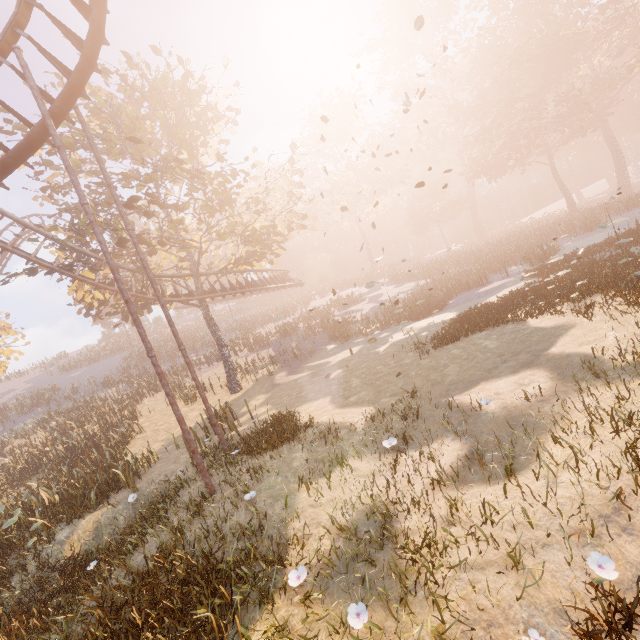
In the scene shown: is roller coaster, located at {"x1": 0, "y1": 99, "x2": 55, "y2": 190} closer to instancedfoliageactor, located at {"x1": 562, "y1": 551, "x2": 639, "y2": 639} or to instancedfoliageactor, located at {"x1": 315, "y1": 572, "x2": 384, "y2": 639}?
instancedfoliageactor, located at {"x1": 315, "y1": 572, "x2": 384, "y2": 639}

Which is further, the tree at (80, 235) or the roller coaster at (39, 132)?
the tree at (80, 235)

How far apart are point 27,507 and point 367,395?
15.4m

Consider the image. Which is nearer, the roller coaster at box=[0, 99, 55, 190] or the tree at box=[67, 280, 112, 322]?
the roller coaster at box=[0, 99, 55, 190]

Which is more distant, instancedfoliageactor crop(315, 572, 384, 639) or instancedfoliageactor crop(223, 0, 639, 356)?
instancedfoliageactor crop(223, 0, 639, 356)

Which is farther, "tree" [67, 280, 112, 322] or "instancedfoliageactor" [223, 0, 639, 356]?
"tree" [67, 280, 112, 322]

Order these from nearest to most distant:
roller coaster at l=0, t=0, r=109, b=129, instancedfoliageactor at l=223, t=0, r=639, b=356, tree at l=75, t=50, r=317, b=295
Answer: roller coaster at l=0, t=0, r=109, b=129, instancedfoliageactor at l=223, t=0, r=639, b=356, tree at l=75, t=50, r=317, b=295
